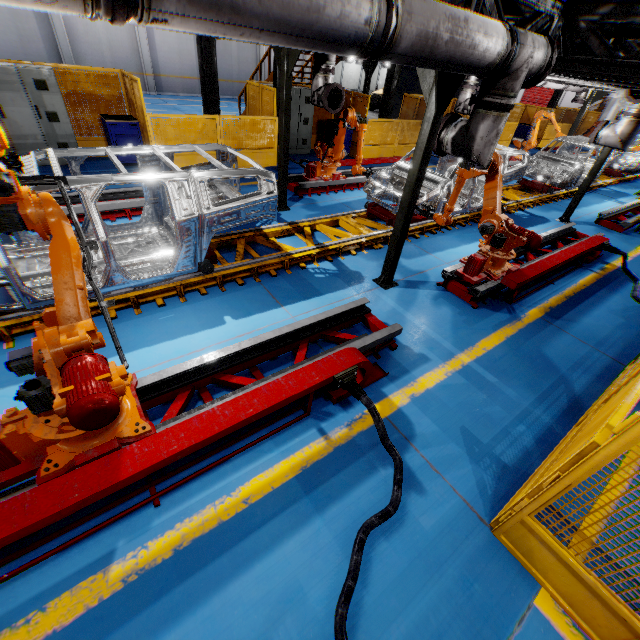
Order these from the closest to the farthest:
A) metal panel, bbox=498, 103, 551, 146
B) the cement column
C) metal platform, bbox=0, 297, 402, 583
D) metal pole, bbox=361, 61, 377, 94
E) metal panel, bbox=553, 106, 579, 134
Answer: metal platform, bbox=0, 297, 402, 583 < metal pole, bbox=361, 61, 377, 94 < the cement column < metal panel, bbox=498, 103, 551, 146 < metal panel, bbox=553, 106, 579, 134

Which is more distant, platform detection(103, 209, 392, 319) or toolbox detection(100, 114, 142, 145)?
toolbox detection(100, 114, 142, 145)

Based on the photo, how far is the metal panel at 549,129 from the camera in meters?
20.9

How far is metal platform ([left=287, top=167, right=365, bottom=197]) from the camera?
9.19m

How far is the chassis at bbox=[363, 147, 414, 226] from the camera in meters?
7.6 m

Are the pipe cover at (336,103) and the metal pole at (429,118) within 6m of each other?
yes

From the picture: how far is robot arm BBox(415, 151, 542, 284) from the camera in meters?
5.7

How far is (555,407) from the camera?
4.2m
